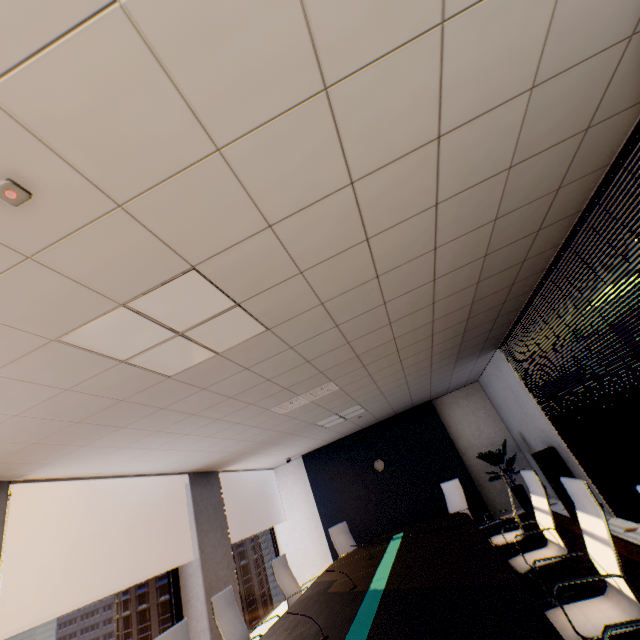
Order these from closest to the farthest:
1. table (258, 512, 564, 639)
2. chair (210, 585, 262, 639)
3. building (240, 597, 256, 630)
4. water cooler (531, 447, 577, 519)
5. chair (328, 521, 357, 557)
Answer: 1. table (258, 512, 564, 639)
2. chair (210, 585, 262, 639)
3. water cooler (531, 447, 577, 519)
4. chair (328, 521, 357, 557)
5. building (240, 597, 256, 630)

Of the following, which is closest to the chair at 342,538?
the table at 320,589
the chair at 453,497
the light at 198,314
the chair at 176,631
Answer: the table at 320,589

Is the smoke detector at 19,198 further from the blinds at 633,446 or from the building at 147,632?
the building at 147,632

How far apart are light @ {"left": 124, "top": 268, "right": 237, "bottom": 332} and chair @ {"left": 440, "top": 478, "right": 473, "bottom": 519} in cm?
556

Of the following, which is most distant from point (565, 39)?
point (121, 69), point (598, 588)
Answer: point (598, 588)

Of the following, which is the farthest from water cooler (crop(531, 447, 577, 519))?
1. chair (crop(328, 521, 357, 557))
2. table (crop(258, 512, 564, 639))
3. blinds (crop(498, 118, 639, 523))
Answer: chair (crop(328, 521, 357, 557))

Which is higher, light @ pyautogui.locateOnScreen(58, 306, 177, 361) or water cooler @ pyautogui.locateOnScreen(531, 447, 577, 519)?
light @ pyautogui.locateOnScreen(58, 306, 177, 361)

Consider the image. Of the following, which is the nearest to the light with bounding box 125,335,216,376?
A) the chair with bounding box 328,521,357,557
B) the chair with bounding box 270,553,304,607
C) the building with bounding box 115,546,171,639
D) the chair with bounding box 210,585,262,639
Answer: the chair with bounding box 210,585,262,639
